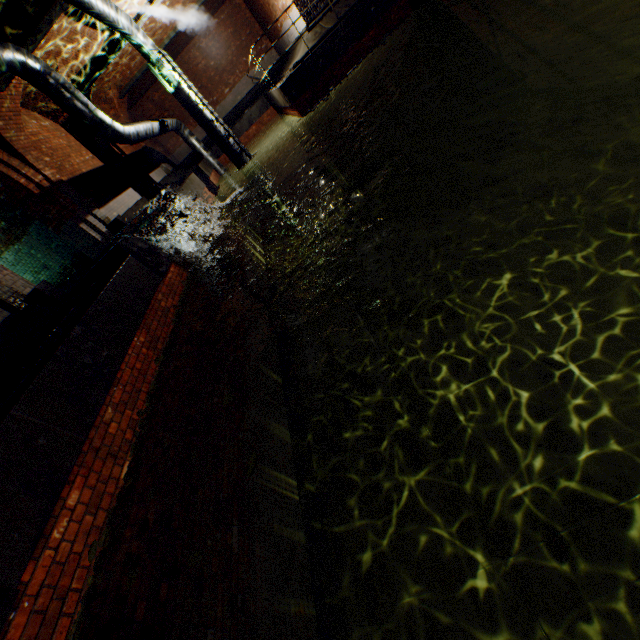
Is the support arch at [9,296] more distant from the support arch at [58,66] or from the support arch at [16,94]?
the support arch at [58,66]

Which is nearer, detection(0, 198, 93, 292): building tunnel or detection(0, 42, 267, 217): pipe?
detection(0, 42, 267, 217): pipe

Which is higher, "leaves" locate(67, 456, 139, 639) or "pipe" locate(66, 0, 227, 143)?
"pipe" locate(66, 0, 227, 143)

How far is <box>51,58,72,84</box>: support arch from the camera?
10.1m

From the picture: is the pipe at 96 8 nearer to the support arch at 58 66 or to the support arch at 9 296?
the support arch at 9 296

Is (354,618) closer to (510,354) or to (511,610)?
(511,610)

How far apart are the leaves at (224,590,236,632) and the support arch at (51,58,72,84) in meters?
14.8

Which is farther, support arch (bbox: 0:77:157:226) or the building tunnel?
the building tunnel
